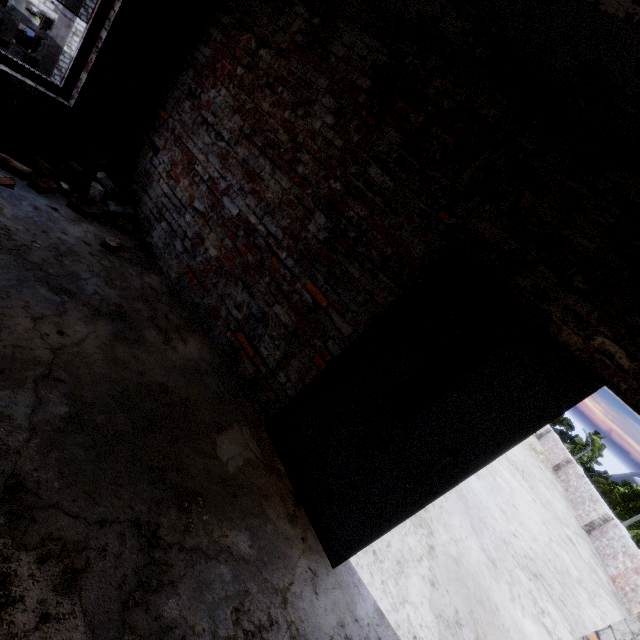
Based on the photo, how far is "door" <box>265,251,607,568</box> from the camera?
1.9m

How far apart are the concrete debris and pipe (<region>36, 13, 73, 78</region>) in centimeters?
2754cm

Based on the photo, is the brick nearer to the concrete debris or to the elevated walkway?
the elevated walkway

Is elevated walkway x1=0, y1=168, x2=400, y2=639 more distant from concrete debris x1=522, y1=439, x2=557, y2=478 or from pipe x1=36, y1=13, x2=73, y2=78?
pipe x1=36, y1=13, x2=73, y2=78

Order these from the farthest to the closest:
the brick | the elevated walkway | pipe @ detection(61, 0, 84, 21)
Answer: Result: pipe @ detection(61, 0, 84, 21) < the brick < the elevated walkway

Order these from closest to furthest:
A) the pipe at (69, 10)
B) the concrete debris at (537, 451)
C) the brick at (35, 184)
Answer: the brick at (35, 184) < the concrete debris at (537, 451) < the pipe at (69, 10)

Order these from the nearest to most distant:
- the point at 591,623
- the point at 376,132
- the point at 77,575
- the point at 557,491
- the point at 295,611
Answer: the point at 77,575 < the point at 295,611 < the point at 376,132 < the point at 591,623 < the point at 557,491

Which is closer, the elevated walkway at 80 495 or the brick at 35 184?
the elevated walkway at 80 495
